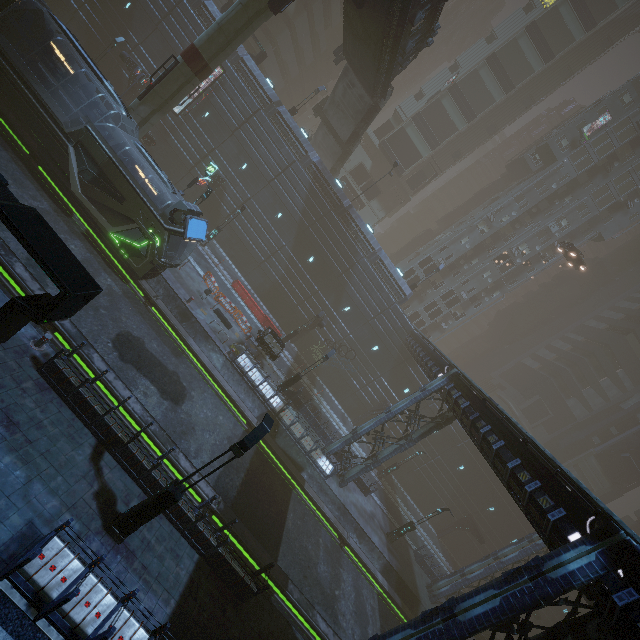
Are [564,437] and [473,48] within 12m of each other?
no

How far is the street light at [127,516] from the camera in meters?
8.8

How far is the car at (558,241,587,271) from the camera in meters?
34.2 m

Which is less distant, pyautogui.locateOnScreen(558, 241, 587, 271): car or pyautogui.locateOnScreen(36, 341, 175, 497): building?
pyautogui.locateOnScreen(36, 341, 175, 497): building

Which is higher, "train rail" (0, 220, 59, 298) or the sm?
the sm

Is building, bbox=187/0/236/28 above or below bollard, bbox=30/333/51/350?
above

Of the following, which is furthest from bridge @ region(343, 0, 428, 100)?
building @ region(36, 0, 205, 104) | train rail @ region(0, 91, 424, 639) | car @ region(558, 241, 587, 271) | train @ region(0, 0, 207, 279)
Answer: train rail @ region(0, 91, 424, 639)

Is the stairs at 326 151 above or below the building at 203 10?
above
